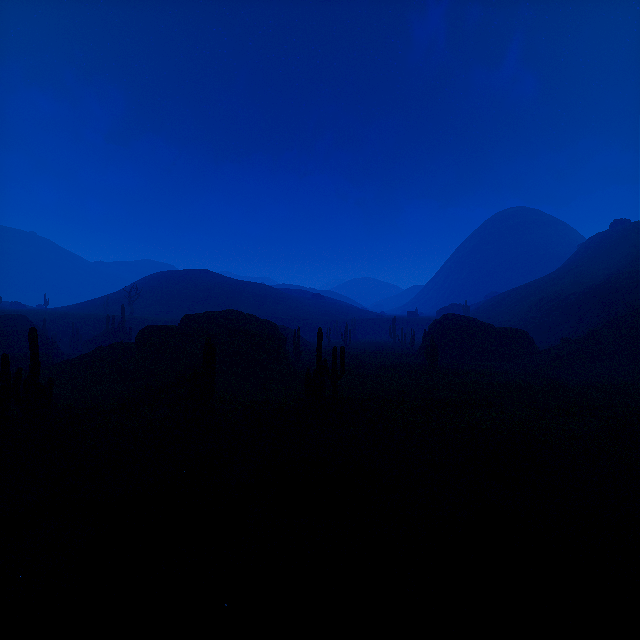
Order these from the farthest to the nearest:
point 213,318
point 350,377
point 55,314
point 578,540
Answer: point 55,314, point 213,318, point 350,377, point 578,540

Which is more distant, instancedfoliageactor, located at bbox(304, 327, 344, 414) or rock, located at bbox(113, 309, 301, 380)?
rock, located at bbox(113, 309, 301, 380)

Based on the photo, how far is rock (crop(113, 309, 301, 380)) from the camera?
22.4 meters

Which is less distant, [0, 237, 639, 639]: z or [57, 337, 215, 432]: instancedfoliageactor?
[0, 237, 639, 639]: z

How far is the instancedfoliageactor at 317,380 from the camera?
14.2m

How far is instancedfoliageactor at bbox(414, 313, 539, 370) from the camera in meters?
31.4 m

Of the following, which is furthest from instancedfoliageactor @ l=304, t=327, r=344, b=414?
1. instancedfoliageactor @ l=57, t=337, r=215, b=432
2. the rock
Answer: the rock

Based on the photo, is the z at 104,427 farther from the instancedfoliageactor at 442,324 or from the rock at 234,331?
the rock at 234,331
